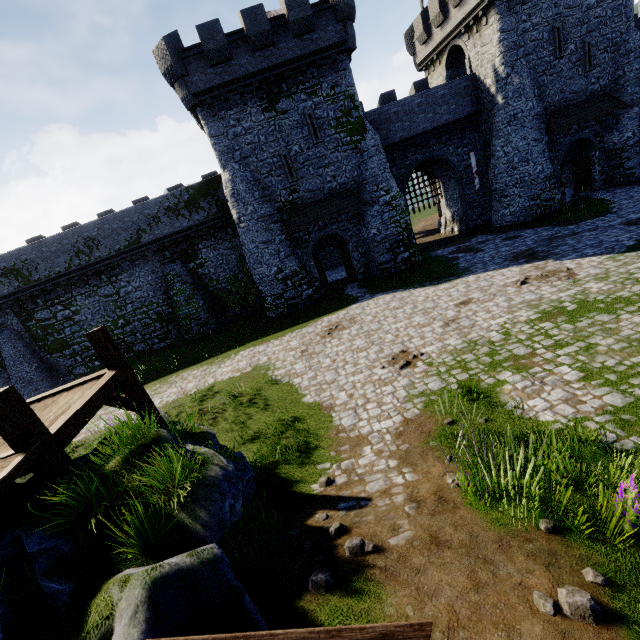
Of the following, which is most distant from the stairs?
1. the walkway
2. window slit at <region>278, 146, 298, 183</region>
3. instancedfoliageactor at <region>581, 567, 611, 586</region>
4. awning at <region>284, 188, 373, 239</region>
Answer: window slit at <region>278, 146, 298, 183</region>

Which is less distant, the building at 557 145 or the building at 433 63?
the building at 433 63

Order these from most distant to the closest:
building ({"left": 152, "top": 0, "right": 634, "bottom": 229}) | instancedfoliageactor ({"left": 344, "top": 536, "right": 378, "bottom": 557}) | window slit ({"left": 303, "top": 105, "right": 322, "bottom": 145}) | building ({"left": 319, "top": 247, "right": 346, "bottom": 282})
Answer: building ({"left": 319, "top": 247, "right": 346, "bottom": 282})
window slit ({"left": 303, "top": 105, "right": 322, "bottom": 145})
building ({"left": 152, "top": 0, "right": 634, "bottom": 229})
instancedfoliageactor ({"left": 344, "top": 536, "right": 378, "bottom": 557})

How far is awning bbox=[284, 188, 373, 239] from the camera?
21.30m

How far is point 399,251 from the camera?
23.0 meters

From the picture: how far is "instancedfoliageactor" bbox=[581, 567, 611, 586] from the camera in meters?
3.6 m

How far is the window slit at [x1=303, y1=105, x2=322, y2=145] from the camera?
20.14m

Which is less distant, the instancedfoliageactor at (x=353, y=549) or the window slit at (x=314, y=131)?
the instancedfoliageactor at (x=353, y=549)
